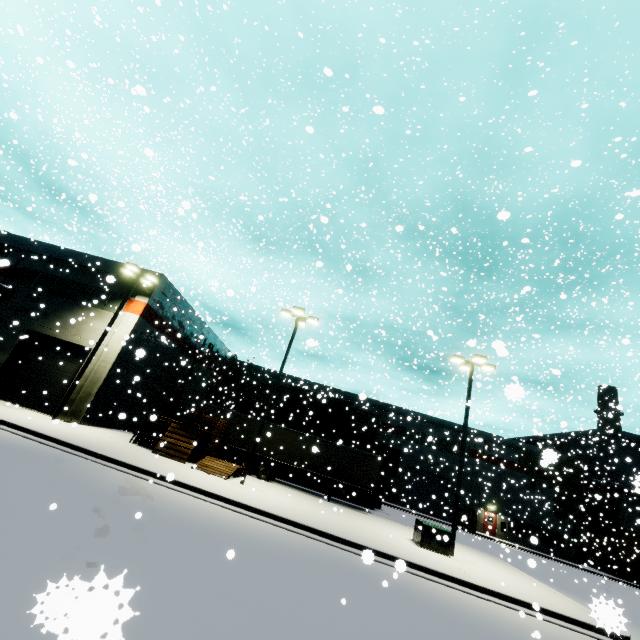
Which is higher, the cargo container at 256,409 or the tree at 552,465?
the tree at 552,465

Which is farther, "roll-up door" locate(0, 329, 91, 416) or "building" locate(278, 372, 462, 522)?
"building" locate(278, 372, 462, 522)

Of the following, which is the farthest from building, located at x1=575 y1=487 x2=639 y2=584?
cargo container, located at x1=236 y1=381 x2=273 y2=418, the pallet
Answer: cargo container, located at x1=236 y1=381 x2=273 y2=418

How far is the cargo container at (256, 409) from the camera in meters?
30.4

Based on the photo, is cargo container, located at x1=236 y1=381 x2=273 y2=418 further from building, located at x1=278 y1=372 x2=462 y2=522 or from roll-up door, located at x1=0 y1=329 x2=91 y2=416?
building, located at x1=278 y1=372 x2=462 y2=522

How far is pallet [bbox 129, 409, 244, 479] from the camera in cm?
1701

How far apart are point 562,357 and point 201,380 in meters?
57.1

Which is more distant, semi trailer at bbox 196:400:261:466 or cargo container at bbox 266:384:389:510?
cargo container at bbox 266:384:389:510
